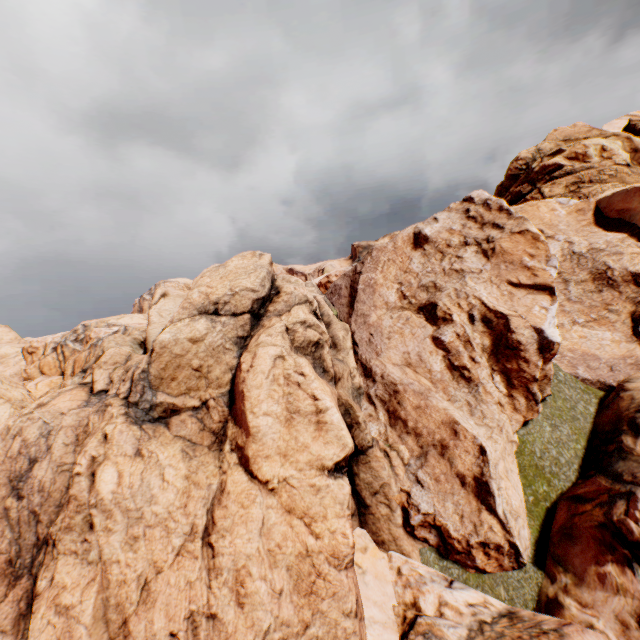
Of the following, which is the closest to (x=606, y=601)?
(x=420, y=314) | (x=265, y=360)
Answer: (x=420, y=314)
